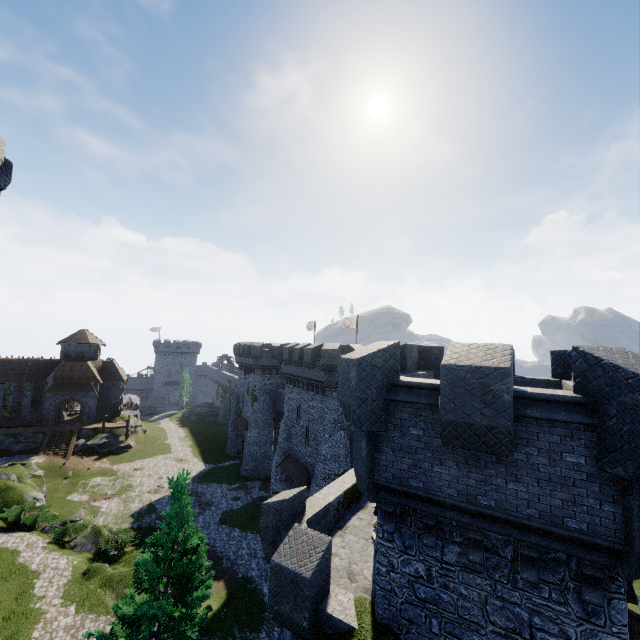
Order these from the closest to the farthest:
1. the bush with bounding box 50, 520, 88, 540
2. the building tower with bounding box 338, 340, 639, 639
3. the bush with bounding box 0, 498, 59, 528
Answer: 1. the building tower with bounding box 338, 340, 639, 639
2. the bush with bounding box 50, 520, 88, 540
3. the bush with bounding box 0, 498, 59, 528

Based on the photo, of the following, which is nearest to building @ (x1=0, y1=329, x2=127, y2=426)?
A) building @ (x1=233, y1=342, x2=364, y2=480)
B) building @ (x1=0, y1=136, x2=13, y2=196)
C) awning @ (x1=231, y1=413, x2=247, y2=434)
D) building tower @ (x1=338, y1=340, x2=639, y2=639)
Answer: building @ (x1=0, y1=136, x2=13, y2=196)

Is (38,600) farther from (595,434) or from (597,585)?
(595,434)

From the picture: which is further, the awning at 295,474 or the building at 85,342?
the building at 85,342

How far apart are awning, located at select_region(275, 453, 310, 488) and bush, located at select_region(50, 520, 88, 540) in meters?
15.4

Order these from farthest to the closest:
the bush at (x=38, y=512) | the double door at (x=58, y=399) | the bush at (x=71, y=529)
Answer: the double door at (x=58, y=399), the bush at (x=38, y=512), the bush at (x=71, y=529)

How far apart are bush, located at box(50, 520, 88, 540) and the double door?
26.3 meters

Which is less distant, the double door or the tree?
the tree
